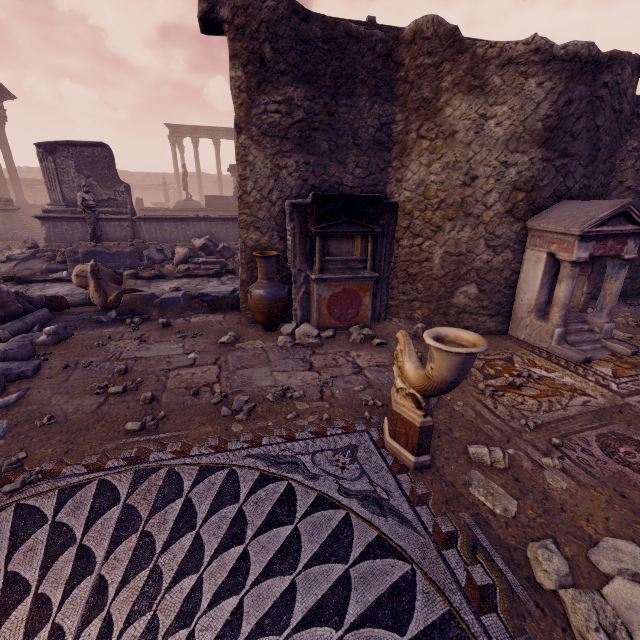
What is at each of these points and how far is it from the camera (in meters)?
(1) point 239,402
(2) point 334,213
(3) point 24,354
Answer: (1) stone, 3.51
(2) altar, 5.13
(3) building debris, 4.31

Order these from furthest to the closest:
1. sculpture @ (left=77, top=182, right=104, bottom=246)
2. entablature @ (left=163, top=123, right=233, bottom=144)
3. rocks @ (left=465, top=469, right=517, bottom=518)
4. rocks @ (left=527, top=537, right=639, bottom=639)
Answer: entablature @ (left=163, top=123, right=233, bottom=144)
sculpture @ (left=77, top=182, right=104, bottom=246)
rocks @ (left=465, top=469, right=517, bottom=518)
rocks @ (left=527, top=537, right=639, bottom=639)

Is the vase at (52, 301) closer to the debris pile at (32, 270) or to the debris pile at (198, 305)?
the debris pile at (198, 305)

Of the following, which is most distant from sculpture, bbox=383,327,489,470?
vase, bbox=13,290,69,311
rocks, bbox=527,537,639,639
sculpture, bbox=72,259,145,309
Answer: vase, bbox=13,290,69,311

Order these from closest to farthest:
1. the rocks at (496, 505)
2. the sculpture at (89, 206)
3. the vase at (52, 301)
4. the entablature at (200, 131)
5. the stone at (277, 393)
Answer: the rocks at (496, 505), the stone at (277, 393), the vase at (52, 301), the sculpture at (89, 206), the entablature at (200, 131)

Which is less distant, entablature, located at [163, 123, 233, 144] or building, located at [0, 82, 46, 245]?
building, located at [0, 82, 46, 245]

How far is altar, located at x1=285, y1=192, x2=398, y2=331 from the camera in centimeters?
502cm

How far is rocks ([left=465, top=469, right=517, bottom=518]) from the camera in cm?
237
